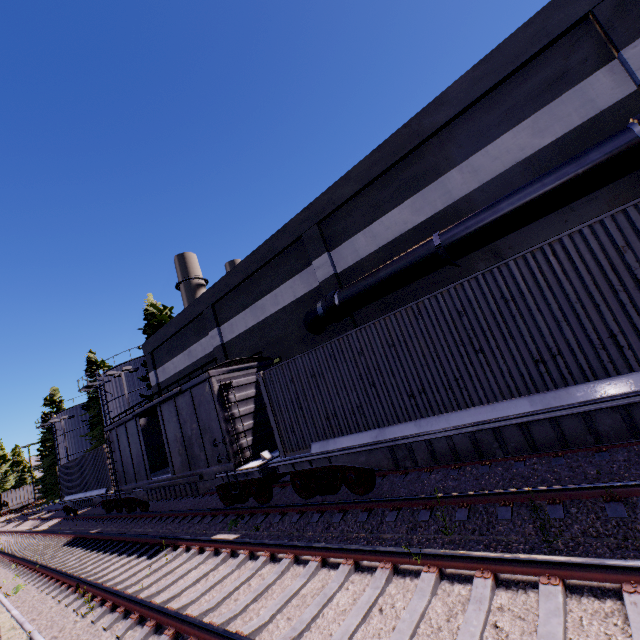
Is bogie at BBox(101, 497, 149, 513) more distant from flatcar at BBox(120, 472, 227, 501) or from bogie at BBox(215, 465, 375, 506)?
bogie at BBox(215, 465, 375, 506)

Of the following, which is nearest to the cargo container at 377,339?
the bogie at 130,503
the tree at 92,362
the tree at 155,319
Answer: the bogie at 130,503

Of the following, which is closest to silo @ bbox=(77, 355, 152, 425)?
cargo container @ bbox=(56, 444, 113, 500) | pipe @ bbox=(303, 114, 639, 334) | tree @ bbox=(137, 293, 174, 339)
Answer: tree @ bbox=(137, 293, 174, 339)

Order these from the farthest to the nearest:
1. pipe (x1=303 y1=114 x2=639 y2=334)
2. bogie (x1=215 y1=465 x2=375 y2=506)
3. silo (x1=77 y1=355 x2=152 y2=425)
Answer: silo (x1=77 y1=355 x2=152 y2=425) → bogie (x1=215 y1=465 x2=375 y2=506) → pipe (x1=303 y1=114 x2=639 y2=334)

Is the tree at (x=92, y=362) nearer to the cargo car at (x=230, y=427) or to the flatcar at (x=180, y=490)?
the cargo car at (x=230, y=427)

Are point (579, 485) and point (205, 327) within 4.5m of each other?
no

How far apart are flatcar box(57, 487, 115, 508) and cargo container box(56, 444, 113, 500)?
0.0 meters

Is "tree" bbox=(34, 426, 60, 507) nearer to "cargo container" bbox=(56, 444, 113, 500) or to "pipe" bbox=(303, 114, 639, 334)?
"cargo container" bbox=(56, 444, 113, 500)
